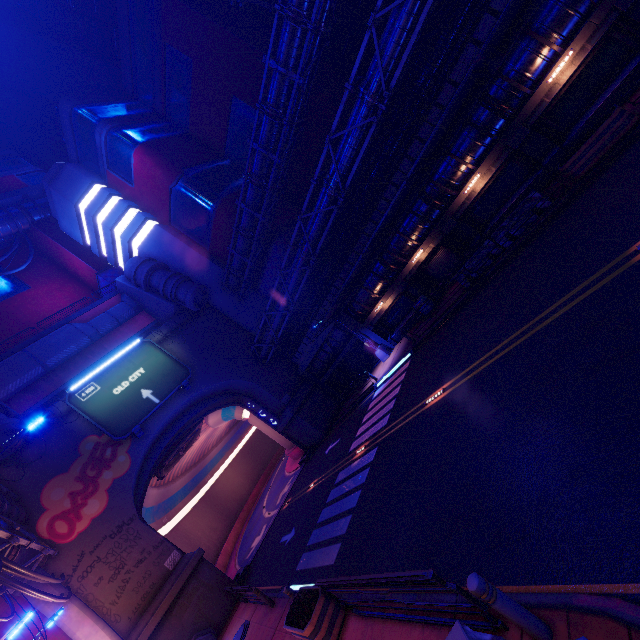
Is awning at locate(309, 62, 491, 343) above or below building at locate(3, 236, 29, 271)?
below

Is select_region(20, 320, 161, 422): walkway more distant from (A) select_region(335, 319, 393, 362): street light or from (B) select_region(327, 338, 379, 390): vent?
(A) select_region(335, 319, 393, 362): street light

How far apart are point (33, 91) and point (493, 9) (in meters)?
66.53

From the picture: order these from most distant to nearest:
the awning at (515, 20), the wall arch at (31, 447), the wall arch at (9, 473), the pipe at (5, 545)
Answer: the wall arch at (31, 447)
the wall arch at (9, 473)
the pipe at (5, 545)
the awning at (515, 20)

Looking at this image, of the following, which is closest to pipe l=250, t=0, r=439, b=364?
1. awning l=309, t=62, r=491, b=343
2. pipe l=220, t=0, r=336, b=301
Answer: awning l=309, t=62, r=491, b=343

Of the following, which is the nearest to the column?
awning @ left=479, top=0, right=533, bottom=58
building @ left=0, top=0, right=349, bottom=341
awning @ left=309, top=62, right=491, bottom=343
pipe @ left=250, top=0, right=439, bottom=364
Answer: pipe @ left=250, top=0, right=439, bottom=364

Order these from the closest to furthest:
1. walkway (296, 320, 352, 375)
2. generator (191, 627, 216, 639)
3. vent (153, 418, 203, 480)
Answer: generator (191, 627, 216, 639) → walkway (296, 320, 352, 375) → vent (153, 418, 203, 480)

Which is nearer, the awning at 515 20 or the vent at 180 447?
the awning at 515 20
